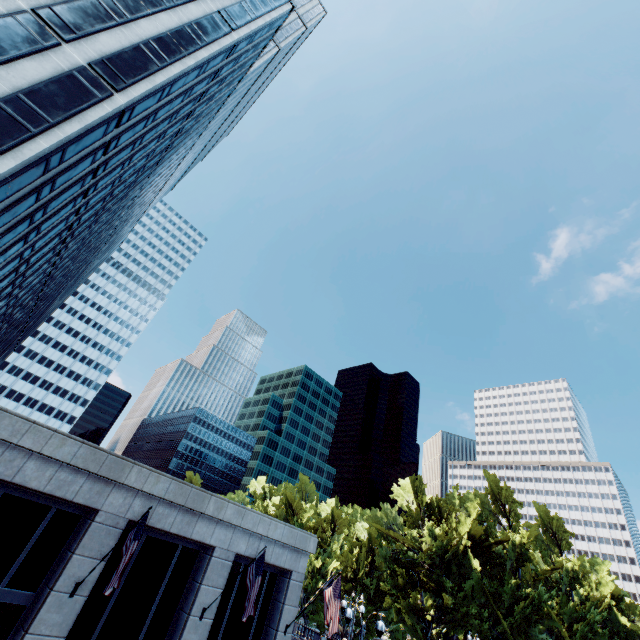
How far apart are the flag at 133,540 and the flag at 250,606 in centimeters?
560cm

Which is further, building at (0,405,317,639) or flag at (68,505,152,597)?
building at (0,405,317,639)

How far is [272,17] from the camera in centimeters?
3559cm

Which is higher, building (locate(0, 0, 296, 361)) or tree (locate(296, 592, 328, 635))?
building (locate(0, 0, 296, 361))

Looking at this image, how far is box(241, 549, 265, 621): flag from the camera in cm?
1334

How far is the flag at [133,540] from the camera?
10.57m

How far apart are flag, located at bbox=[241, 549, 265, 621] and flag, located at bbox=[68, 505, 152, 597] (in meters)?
5.60

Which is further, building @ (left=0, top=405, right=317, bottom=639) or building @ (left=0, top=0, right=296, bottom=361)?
building @ (left=0, top=0, right=296, bottom=361)
